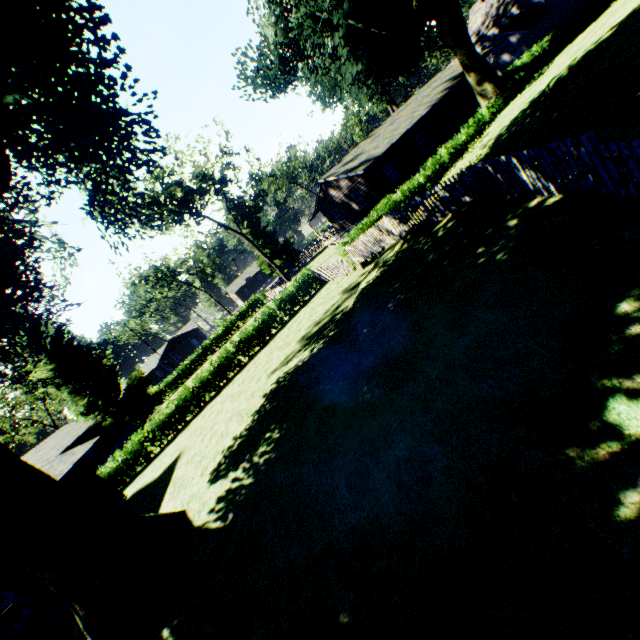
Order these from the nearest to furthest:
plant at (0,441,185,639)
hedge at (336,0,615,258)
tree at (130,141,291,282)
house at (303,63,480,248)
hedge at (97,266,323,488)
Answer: plant at (0,441,185,639) < hedge at (336,0,615,258) < hedge at (97,266,323,488) < house at (303,63,480,248) < tree at (130,141,291,282)

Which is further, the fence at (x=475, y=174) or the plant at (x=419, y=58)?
the plant at (x=419, y=58)

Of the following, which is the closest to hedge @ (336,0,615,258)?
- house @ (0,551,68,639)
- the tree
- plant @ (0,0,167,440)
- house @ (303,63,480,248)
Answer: plant @ (0,0,167,440)

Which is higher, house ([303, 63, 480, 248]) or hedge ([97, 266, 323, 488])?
house ([303, 63, 480, 248])

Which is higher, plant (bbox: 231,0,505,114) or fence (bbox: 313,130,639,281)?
plant (bbox: 231,0,505,114)

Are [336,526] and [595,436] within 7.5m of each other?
yes

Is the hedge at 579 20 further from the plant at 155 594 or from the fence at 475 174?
the fence at 475 174

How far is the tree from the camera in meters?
30.2 m
